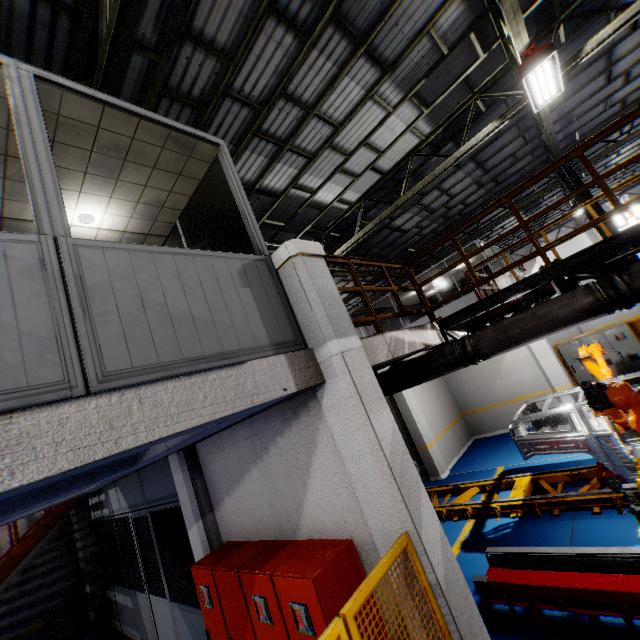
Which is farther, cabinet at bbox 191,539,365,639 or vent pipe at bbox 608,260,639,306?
vent pipe at bbox 608,260,639,306

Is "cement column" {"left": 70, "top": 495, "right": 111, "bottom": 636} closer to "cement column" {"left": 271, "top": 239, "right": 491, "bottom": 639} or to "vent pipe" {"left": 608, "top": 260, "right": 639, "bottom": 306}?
"vent pipe" {"left": 608, "top": 260, "right": 639, "bottom": 306}

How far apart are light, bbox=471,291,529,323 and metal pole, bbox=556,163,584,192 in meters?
7.1 m

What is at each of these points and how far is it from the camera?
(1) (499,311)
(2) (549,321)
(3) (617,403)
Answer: (1) light, 6.52m
(2) vent pipe, 4.52m
(3) robot arm, 3.97m

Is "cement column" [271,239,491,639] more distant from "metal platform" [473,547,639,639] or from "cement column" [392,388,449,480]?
Answer: "cement column" [392,388,449,480]

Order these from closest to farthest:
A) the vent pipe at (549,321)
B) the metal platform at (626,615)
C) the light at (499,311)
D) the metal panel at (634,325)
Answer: the metal platform at (626,615), the vent pipe at (549,321), the light at (499,311), the metal panel at (634,325)

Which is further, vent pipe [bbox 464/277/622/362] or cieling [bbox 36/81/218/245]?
vent pipe [bbox 464/277/622/362]

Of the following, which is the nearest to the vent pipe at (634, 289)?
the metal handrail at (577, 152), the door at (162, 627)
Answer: the metal handrail at (577, 152)
